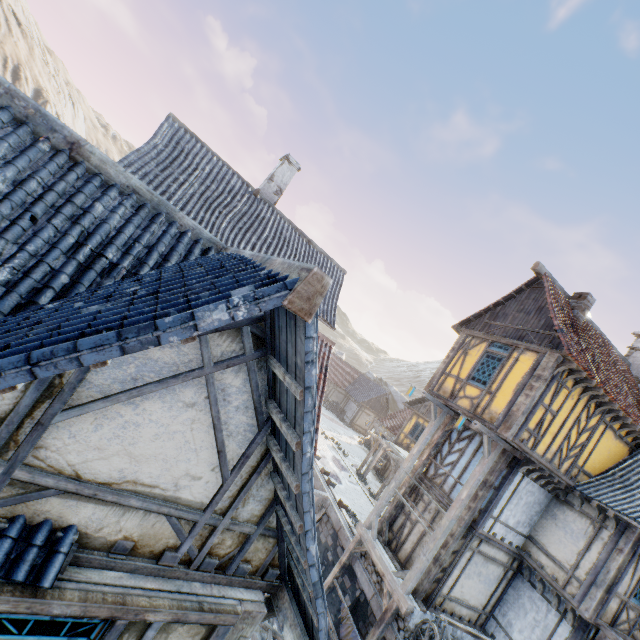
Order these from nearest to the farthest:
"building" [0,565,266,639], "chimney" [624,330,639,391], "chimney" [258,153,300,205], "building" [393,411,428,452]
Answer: "building" [0,565,266,639] → "chimney" [624,330,639,391] → "chimney" [258,153,300,205] → "building" [393,411,428,452]

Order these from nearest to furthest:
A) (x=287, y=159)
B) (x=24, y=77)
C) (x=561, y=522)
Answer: (x=561, y=522) < (x=287, y=159) < (x=24, y=77)

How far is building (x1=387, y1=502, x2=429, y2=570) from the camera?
11.7m

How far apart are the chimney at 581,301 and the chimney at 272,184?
12.44m

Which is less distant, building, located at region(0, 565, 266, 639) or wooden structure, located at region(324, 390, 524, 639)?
building, located at region(0, 565, 266, 639)

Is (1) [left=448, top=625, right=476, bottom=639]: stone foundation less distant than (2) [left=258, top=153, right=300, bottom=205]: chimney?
Yes

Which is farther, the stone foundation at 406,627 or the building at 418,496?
the building at 418,496

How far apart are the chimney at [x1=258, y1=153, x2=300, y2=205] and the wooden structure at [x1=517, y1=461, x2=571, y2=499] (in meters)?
14.73
